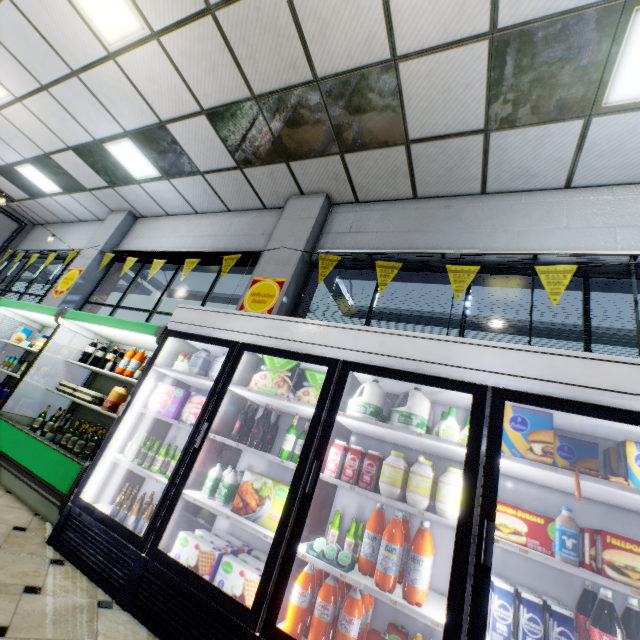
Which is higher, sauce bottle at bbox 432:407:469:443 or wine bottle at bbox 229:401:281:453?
sauce bottle at bbox 432:407:469:443

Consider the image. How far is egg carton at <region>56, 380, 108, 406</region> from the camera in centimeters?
413cm

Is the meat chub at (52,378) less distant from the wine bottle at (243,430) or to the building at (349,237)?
the building at (349,237)

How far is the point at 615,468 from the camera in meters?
2.0 m

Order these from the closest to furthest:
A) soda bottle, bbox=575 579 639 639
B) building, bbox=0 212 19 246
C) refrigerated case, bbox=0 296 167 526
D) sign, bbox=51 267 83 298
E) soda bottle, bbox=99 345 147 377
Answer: soda bottle, bbox=575 579 639 639, refrigerated case, bbox=0 296 167 526, soda bottle, bbox=99 345 147 377, sign, bbox=51 267 83 298, building, bbox=0 212 19 246

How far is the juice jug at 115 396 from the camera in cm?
380

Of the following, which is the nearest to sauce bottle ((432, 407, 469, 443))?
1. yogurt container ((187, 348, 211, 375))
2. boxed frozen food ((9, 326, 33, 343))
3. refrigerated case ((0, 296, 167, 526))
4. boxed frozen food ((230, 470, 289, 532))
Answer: boxed frozen food ((230, 470, 289, 532))

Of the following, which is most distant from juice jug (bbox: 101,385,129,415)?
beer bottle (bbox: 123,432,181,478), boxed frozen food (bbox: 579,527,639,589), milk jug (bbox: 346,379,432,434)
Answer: boxed frozen food (bbox: 579,527,639,589)
